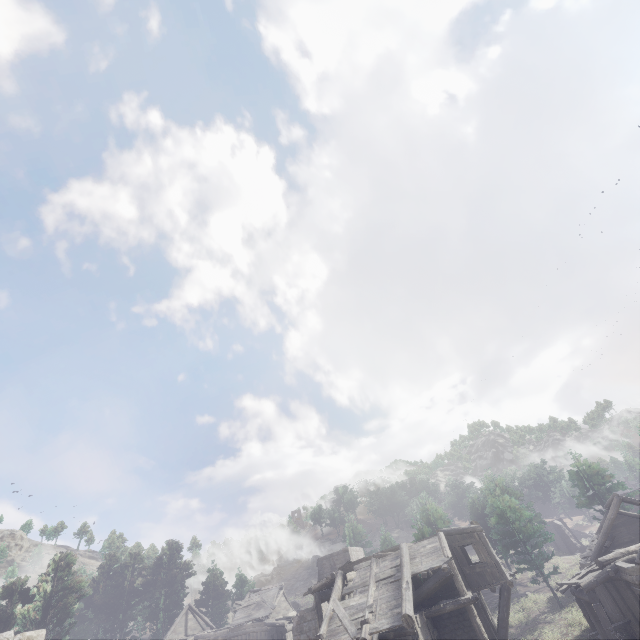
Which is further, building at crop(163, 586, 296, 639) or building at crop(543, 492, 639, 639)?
building at crop(163, 586, 296, 639)

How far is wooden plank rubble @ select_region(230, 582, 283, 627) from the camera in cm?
3678

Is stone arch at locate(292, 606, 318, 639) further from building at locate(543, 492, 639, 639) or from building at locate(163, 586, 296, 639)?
building at locate(163, 586, 296, 639)

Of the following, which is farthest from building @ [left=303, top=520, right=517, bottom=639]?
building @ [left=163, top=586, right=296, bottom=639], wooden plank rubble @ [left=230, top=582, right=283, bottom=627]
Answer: wooden plank rubble @ [left=230, top=582, right=283, bottom=627]

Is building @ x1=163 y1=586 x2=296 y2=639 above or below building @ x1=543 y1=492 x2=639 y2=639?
above

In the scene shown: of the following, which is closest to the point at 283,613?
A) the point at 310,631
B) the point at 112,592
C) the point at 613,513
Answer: the point at 310,631

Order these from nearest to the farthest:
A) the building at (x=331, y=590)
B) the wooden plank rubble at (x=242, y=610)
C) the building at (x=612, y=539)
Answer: the building at (x=331, y=590) < the building at (x=612, y=539) < the wooden plank rubble at (x=242, y=610)

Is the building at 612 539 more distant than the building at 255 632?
No
